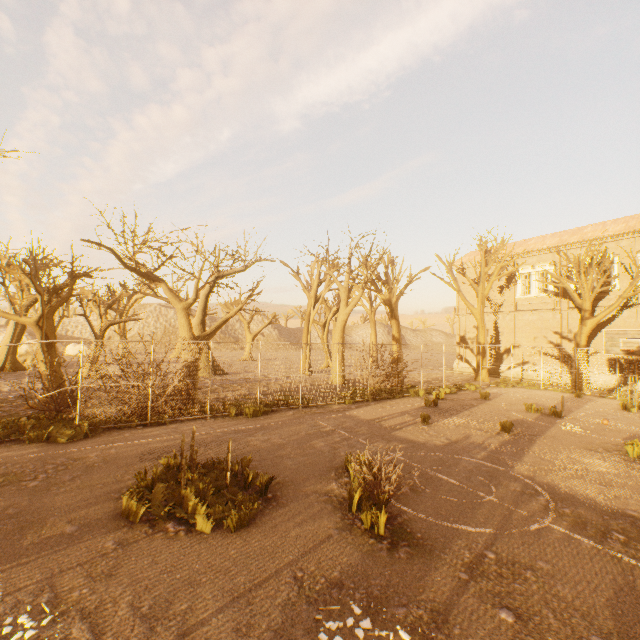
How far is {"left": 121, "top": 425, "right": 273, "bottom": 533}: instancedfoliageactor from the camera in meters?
5.5

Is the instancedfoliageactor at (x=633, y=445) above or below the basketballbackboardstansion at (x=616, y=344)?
below

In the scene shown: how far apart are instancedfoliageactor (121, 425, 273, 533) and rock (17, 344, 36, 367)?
29.46m

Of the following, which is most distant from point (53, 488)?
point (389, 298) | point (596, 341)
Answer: point (596, 341)

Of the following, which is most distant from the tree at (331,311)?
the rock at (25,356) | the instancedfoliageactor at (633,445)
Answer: the instancedfoliageactor at (633,445)

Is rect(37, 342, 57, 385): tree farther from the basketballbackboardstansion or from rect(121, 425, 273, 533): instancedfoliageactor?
rect(121, 425, 273, 533): instancedfoliageactor

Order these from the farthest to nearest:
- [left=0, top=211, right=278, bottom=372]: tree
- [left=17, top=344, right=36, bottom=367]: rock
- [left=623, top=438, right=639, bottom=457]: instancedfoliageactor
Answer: [left=17, top=344, right=36, bottom=367]: rock < [left=0, top=211, right=278, bottom=372]: tree < [left=623, top=438, right=639, bottom=457]: instancedfoliageactor

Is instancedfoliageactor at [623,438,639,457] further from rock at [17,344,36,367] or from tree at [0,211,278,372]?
rock at [17,344,36,367]
